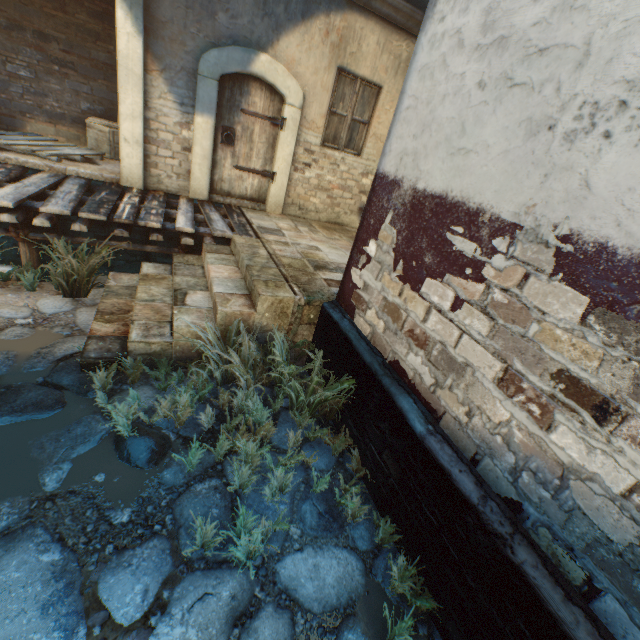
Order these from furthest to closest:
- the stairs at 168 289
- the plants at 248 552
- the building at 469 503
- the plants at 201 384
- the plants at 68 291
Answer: the plants at 68 291 < the stairs at 168 289 < the plants at 201 384 < the plants at 248 552 < the building at 469 503

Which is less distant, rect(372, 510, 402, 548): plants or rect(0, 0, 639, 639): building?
rect(0, 0, 639, 639): building

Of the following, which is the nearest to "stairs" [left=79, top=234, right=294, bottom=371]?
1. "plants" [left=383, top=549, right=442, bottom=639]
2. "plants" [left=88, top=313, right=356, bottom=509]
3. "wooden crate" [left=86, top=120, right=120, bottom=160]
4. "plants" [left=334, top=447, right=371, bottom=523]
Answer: "plants" [left=88, top=313, right=356, bottom=509]

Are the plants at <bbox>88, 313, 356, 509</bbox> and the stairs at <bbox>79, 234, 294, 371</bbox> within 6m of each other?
yes

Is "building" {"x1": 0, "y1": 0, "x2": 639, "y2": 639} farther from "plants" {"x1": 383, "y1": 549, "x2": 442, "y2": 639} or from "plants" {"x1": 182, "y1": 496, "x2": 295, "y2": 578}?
"plants" {"x1": 182, "y1": 496, "x2": 295, "y2": 578}

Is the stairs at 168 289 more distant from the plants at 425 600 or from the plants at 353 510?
the plants at 425 600

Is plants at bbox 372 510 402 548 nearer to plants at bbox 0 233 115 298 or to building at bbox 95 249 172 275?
building at bbox 95 249 172 275

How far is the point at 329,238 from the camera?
6.2m
